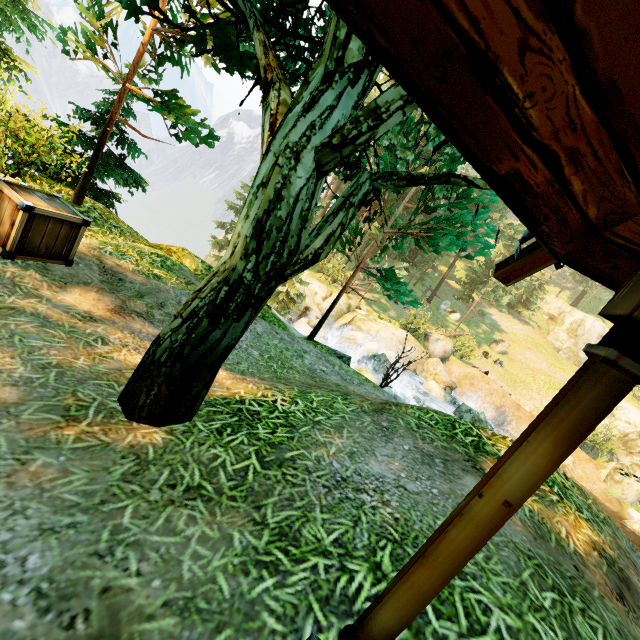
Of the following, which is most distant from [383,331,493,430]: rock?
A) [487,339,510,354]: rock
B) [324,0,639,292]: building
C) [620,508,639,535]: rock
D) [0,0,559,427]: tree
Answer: [324,0,639,292]: building

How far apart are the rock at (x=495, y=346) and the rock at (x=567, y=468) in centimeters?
1162cm

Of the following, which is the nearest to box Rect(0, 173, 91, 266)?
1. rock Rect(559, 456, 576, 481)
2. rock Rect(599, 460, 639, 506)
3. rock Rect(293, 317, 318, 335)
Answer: rock Rect(293, 317, 318, 335)

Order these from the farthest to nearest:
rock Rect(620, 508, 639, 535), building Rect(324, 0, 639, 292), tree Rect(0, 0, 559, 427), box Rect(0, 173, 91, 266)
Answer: rock Rect(620, 508, 639, 535) → box Rect(0, 173, 91, 266) → tree Rect(0, 0, 559, 427) → building Rect(324, 0, 639, 292)

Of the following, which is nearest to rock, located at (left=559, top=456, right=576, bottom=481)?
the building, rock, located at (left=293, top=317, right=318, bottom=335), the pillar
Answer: rock, located at (left=293, top=317, right=318, bottom=335)

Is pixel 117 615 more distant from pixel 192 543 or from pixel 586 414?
pixel 586 414

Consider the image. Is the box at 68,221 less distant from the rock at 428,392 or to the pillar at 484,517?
the pillar at 484,517

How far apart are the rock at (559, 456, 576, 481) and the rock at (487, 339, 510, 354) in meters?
11.6 m
